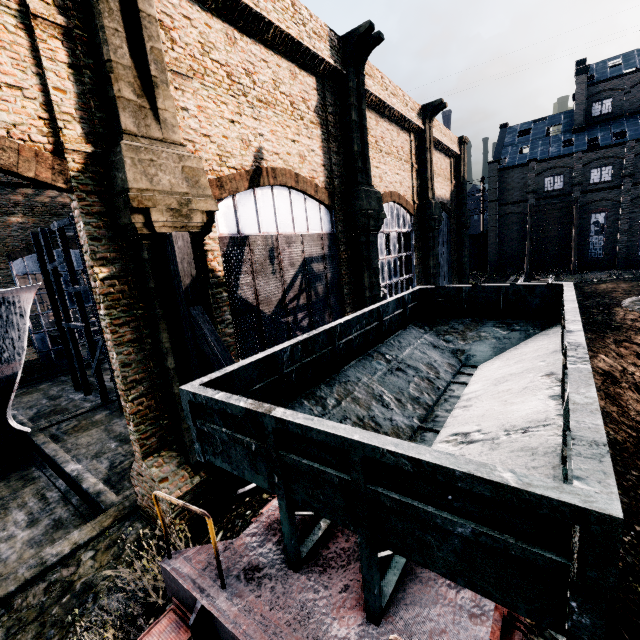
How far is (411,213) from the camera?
26.3 meters

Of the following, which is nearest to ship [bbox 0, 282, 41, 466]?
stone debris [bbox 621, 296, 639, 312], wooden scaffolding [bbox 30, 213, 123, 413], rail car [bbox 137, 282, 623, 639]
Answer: wooden scaffolding [bbox 30, 213, 123, 413]

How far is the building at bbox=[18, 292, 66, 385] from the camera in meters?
28.5

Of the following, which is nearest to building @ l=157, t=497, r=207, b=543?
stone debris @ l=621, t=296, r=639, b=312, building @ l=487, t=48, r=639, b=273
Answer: stone debris @ l=621, t=296, r=639, b=312

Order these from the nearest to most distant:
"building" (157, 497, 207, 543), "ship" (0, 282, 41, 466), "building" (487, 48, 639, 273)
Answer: "building" (157, 497, 207, 543), "ship" (0, 282, 41, 466), "building" (487, 48, 639, 273)

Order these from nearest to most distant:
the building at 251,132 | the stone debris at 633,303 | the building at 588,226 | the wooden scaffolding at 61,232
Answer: the building at 251,132 → the wooden scaffolding at 61,232 → the stone debris at 633,303 → the building at 588,226

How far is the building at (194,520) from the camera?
9.3 meters

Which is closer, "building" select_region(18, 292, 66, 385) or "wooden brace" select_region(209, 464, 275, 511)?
"wooden brace" select_region(209, 464, 275, 511)
